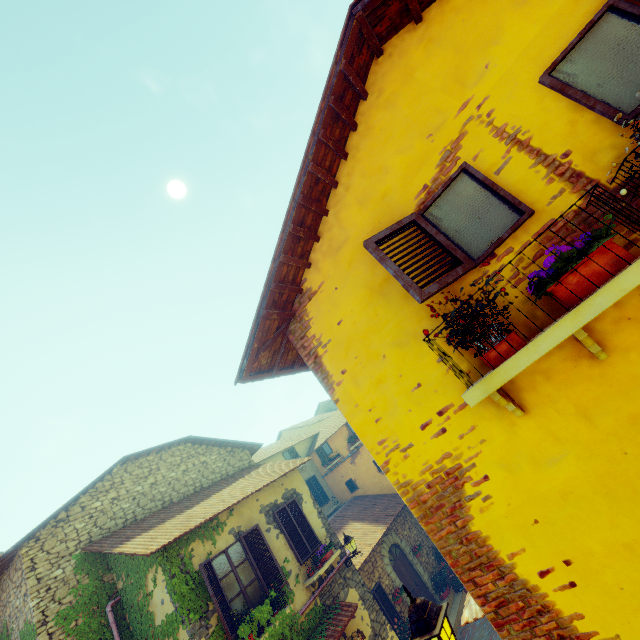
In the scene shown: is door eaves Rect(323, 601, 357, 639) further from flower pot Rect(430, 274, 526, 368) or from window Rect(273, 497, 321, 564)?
flower pot Rect(430, 274, 526, 368)

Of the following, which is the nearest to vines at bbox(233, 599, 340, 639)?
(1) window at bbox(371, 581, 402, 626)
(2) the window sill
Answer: (1) window at bbox(371, 581, 402, 626)

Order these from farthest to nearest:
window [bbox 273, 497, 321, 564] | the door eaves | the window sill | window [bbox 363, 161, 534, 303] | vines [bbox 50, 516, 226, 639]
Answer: window [bbox 273, 497, 321, 564] → the door eaves → vines [bbox 50, 516, 226, 639] → window [bbox 363, 161, 534, 303] → the window sill

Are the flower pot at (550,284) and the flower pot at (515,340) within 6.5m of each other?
yes

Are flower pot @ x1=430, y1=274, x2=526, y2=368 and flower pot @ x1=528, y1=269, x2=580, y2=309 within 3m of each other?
yes

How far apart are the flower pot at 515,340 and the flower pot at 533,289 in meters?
0.3

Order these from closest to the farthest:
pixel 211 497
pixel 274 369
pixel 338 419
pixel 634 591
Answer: pixel 634 591 < pixel 274 369 < pixel 211 497 < pixel 338 419

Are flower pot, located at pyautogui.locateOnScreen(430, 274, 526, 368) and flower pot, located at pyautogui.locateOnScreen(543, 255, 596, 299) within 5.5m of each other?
yes
